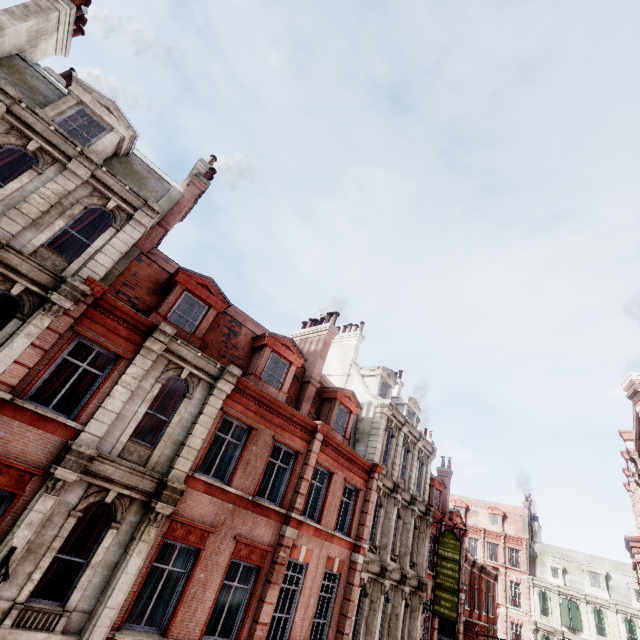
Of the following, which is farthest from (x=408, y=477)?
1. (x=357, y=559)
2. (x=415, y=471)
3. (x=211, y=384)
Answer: (x=211, y=384)

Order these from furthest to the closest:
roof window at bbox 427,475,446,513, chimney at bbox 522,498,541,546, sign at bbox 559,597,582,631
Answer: chimney at bbox 522,498,541,546, sign at bbox 559,597,582,631, roof window at bbox 427,475,446,513

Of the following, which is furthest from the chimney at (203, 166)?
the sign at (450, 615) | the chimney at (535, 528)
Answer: the chimney at (535, 528)

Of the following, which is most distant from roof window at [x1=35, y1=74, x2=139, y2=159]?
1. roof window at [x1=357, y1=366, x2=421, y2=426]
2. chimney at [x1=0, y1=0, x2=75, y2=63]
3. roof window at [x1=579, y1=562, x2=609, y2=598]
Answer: roof window at [x1=579, y1=562, x2=609, y2=598]

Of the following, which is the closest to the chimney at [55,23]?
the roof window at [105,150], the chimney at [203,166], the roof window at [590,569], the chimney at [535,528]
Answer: the roof window at [105,150]

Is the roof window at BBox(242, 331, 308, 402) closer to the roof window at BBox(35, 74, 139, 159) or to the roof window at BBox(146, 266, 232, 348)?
the roof window at BBox(146, 266, 232, 348)

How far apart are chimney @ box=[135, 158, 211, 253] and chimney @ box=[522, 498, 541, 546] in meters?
57.6

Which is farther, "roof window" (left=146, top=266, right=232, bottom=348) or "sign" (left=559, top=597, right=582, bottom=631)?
"sign" (left=559, top=597, right=582, bottom=631)
